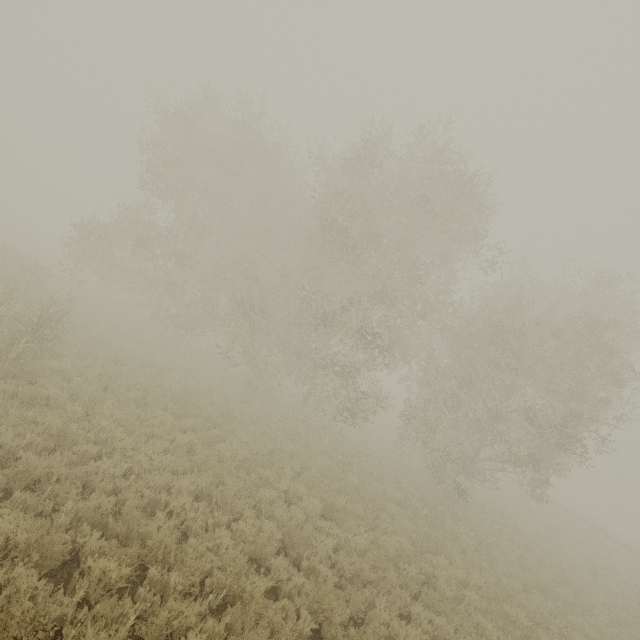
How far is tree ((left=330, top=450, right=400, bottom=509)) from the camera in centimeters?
1220cm

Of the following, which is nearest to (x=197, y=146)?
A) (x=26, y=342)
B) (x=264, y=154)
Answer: (x=264, y=154)

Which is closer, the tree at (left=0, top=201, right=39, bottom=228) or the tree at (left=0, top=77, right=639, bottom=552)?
the tree at (left=0, top=77, right=639, bottom=552)

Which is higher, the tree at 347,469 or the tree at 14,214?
the tree at 14,214

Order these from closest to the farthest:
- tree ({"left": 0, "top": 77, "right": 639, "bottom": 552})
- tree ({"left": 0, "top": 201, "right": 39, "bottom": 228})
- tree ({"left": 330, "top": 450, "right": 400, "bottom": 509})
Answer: tree ({"left": 330, "top": 450, "right": 400, "bottom": 509}) → tree ({"left": 0, "top": 77, "right": 639, "bottom": 552}) → tree ({"left": 0, "top": 201, "right": 39, "bottom": 228})

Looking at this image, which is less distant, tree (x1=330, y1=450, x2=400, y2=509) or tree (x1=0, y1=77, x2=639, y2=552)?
tree (x1=330, y1=450, x2=400, y2=509)

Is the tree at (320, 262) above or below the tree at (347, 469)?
above
